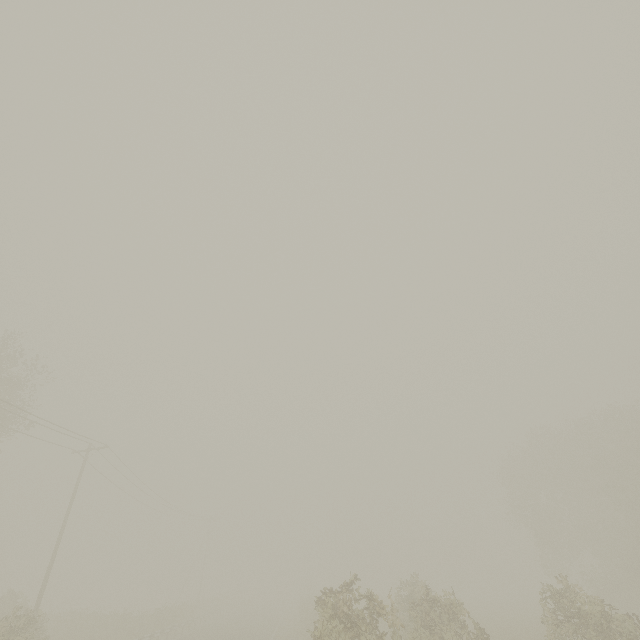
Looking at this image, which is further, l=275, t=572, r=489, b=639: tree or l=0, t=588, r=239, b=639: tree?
l=0, t=588, r=239, b=639: tree

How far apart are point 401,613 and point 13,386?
35.0 meters

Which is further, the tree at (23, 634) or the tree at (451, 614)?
the tree at (23, 634)
